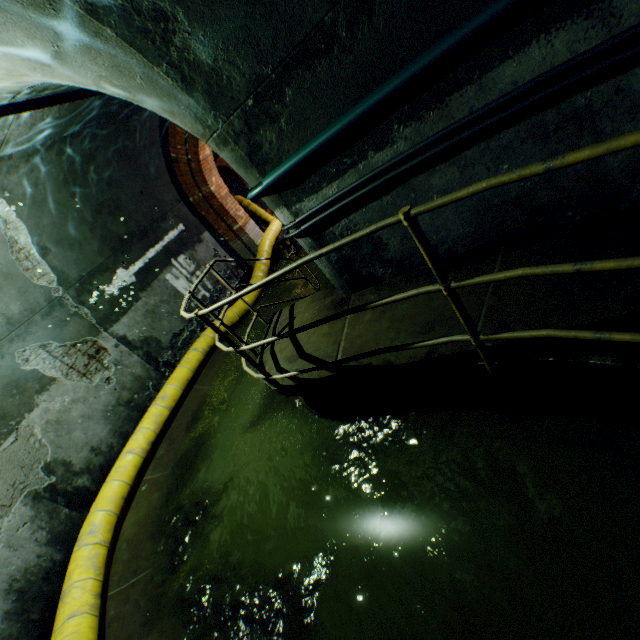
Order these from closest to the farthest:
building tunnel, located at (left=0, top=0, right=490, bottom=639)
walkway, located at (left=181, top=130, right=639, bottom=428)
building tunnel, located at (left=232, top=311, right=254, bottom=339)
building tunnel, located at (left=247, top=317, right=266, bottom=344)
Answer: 1. walkway, located at (left=181, top=130, right=639, bottom=428)
2. building tunnel, located at (left=0, top=0, right=490, bottom=639)
3. building tunnel, located at (left=247, top=317, right=266, bottom=344)
4. building tunnel, located at (left=232, top=311, right=254, bottom=339)

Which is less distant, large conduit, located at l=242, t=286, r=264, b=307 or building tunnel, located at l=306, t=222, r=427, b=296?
building tunnel, located at l=306, t=222, r=427, b=296

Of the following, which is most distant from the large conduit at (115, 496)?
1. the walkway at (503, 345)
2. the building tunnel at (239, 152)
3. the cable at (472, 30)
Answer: the cable at (472, 30)

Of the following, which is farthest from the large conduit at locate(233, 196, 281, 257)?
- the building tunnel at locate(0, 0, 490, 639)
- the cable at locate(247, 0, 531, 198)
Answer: the cable at locate(247, 0, 531, 198)

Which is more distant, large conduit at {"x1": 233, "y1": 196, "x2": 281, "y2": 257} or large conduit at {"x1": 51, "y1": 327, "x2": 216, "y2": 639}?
large conduit at {"x1": 233, "y1": 196, "x2": 281, "y2": 257}

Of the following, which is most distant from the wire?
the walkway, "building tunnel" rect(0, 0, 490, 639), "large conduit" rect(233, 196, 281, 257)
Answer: "large conduit" rect(233, 196, 281, 257)

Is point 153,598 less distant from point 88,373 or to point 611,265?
point 88,373
